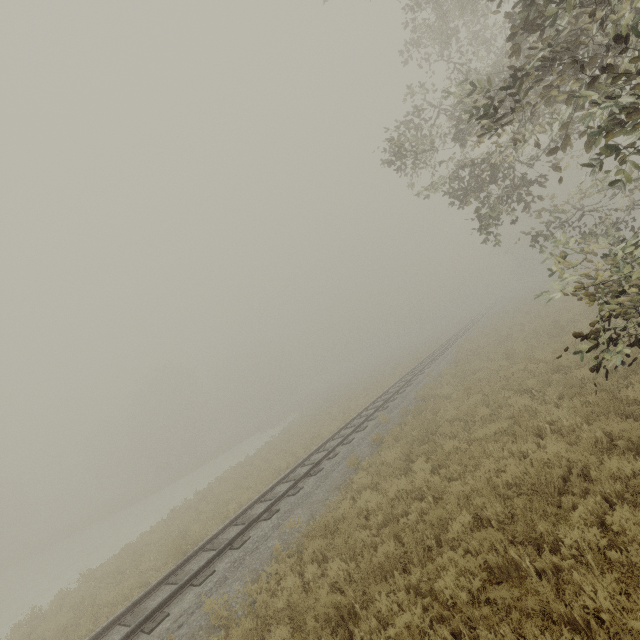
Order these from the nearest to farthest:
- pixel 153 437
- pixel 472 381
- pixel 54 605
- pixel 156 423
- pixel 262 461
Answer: pixel 54 605
pixel 472 381
pixel 262 461
pixel 156 423
pixel 153 437
